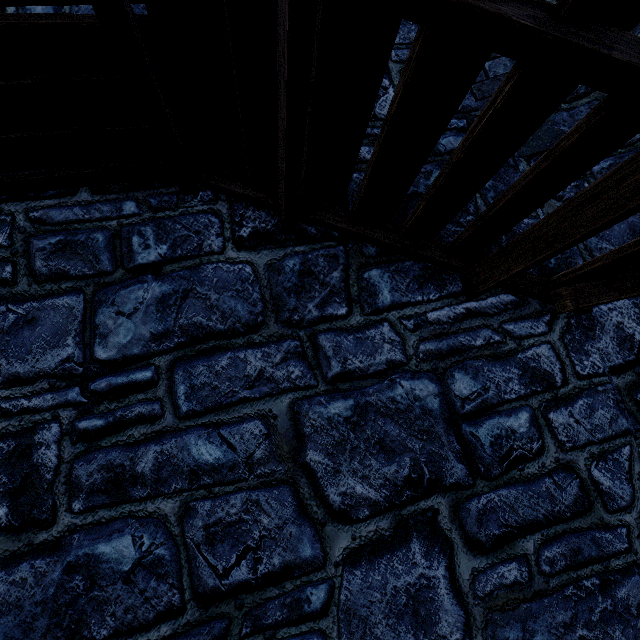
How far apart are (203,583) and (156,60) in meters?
2.9 m
